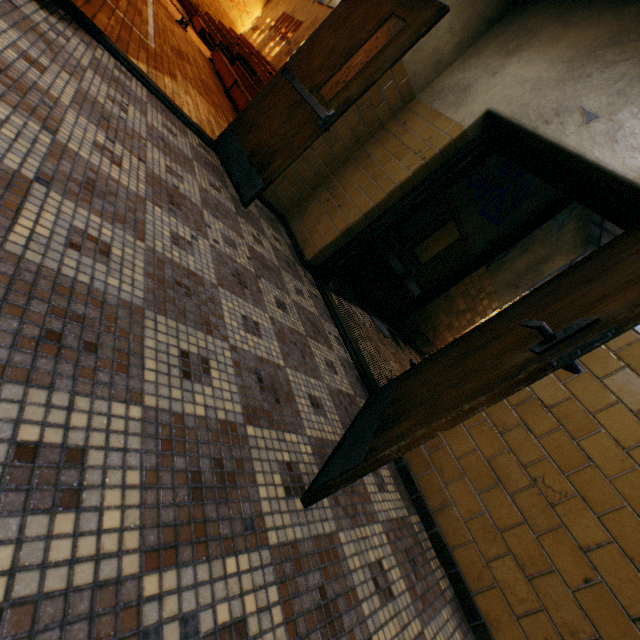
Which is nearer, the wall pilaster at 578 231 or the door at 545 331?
the door at 545 331

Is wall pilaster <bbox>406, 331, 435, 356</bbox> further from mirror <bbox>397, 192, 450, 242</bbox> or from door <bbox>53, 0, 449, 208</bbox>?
door <bbox>53, 0, 449, 208</bbox>

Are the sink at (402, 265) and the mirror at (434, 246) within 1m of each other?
yes

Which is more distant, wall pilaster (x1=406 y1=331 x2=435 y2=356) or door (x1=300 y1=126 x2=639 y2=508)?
wall pilaster (x1=406 y1=331 x2=435 y2=356)

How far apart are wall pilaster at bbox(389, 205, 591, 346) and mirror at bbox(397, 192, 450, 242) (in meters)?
1.60

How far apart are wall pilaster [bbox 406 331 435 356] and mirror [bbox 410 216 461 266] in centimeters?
90cm

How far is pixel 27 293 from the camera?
0.8 meters

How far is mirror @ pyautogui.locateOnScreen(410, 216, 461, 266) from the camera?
5.1m
